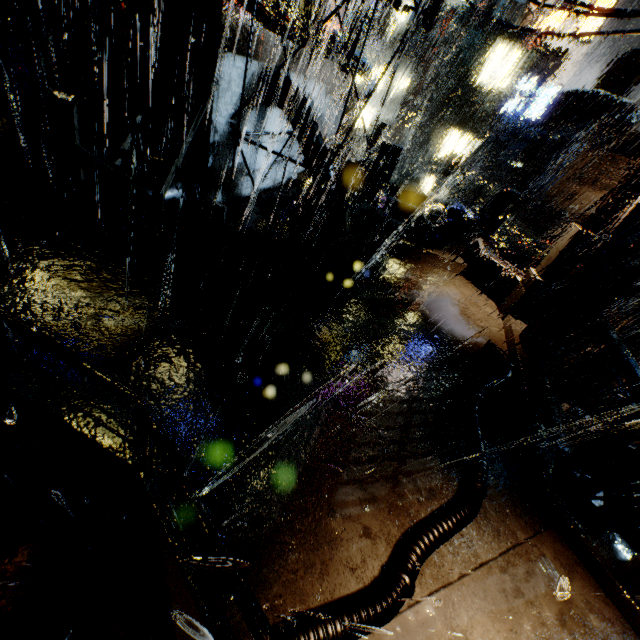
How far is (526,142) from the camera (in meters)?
37.00

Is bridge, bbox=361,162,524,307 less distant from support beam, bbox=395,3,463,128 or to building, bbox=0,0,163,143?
building, bbox=0,0,163,143

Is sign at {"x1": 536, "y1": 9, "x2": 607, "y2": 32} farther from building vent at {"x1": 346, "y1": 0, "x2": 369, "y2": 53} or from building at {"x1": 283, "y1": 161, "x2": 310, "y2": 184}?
building vent at {"x1": 346, "y1": 0, "x2": 369, "y2": 53}

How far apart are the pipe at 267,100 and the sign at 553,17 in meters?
24.8 m

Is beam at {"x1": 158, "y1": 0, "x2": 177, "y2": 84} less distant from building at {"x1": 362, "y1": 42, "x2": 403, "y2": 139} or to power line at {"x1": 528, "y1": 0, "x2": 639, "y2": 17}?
building at {"x1": 362, "y1": 42, "x2": 403, "y2": 139}

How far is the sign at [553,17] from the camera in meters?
22.1 m

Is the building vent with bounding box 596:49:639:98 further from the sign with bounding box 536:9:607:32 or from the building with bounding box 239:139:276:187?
the sign with bounding box 536:9:607:32

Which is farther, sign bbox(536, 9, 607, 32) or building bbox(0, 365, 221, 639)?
sign bbox(536, 9, 607, 32)
